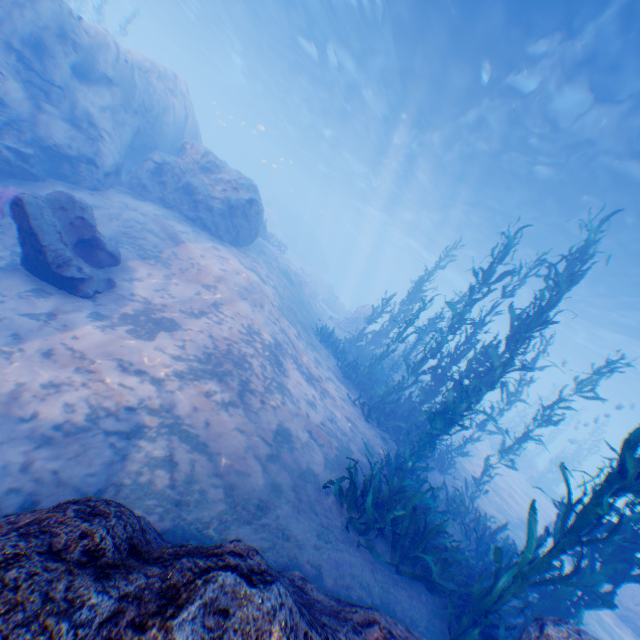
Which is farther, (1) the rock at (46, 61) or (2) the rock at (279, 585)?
(1) the rock at (46, 61)

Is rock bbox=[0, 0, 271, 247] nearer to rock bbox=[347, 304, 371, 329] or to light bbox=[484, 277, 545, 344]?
light bbox=[484, 277, 545, 344]

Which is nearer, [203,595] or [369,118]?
[203,595]

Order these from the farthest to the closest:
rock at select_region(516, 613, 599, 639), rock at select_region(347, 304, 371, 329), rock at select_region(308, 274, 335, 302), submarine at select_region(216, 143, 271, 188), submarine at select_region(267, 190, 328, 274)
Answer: submarine at select_region(216, 143, 271, 188), submarine at select_region(267, 190, 328, 274), rock at select_region(308, 274, 335, 302), rock at select_region(347, 304, 371, 329), rock at select_region(516, 613, 599, 639)

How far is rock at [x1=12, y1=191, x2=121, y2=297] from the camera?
5.9 meters

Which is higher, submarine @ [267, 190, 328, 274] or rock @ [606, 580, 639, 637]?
submarine @ [267, 190, 328, 274]

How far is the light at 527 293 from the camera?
26.9m

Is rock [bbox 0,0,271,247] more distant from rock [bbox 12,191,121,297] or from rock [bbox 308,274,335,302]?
rock [bbox 308,274,335,302]
